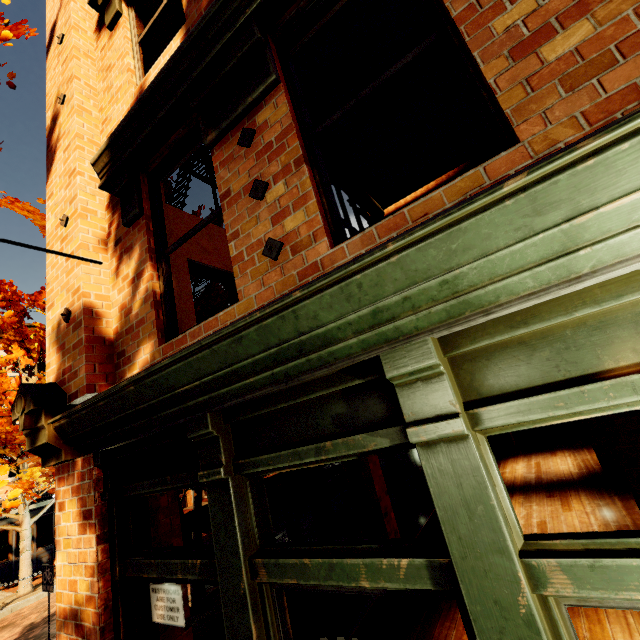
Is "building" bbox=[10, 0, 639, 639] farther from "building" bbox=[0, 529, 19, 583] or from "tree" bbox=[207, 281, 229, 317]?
"building" bbox=[0, 529, 19, 583]

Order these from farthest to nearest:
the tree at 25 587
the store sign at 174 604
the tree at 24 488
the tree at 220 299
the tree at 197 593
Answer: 1. the tree at 25 587
2. the tree at 220 299
3. the tree at 197 593
4. the tree at 24 488
5. the store sign at 174 604

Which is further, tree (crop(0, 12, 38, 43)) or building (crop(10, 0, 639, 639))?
tree (crop(0, 12, 38, 43))

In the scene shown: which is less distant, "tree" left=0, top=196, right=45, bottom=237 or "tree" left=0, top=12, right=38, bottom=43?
"tree" left=0, top=12, right=38, bottom=43

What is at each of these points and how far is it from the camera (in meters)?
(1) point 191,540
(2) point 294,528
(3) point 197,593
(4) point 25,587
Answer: (1) tree, 7.34
(2) store sign, 5.09
(3) tree, 7.08
(4) tree, 11.52

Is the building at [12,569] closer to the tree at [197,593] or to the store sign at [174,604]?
the tree at [197,593]
